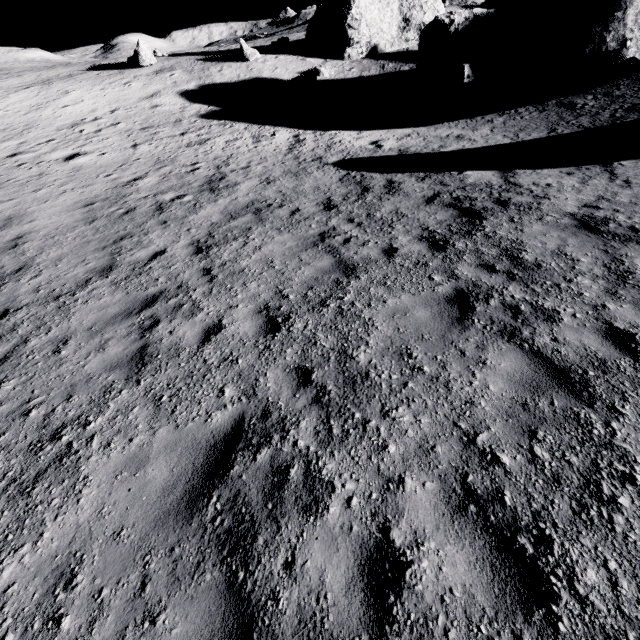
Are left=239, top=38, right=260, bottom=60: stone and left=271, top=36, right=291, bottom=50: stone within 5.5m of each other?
yes

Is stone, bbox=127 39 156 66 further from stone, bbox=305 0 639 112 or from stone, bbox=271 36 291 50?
stone, bbox=305 0 639 112

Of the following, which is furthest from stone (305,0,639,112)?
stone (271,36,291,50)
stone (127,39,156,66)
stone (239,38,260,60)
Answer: stone (127,39,156,66)

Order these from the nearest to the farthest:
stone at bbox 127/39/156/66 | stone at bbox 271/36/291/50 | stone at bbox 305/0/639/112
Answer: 1. stone at bbox 305/0/639/112
2. stone at bbox 127/39/156/66
3. stone at bbox 271/36/291/50

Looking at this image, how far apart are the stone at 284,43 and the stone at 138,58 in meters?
11.2 m

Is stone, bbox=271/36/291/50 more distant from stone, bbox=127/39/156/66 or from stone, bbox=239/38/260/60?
stone, bbox=127/39/156/66

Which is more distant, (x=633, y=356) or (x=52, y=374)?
(x=52, y=374)

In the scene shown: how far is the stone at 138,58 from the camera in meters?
27.2
